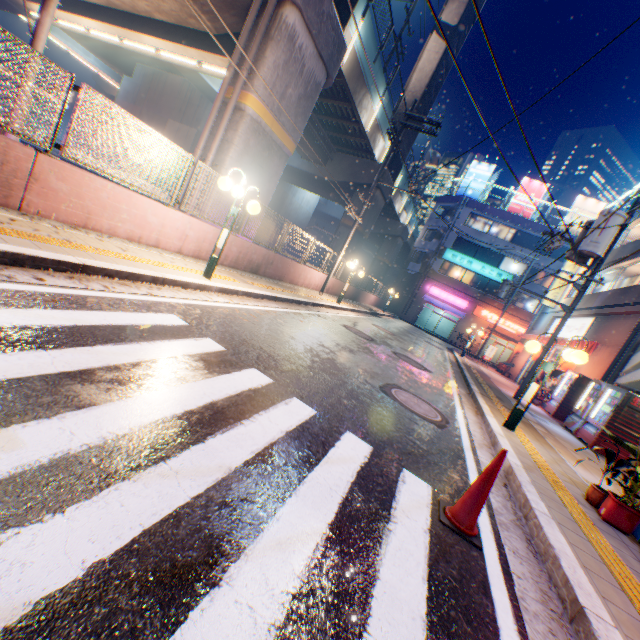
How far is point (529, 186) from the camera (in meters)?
36.53

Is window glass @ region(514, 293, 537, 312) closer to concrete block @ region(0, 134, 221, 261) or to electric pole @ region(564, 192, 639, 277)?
concrete block @ region(0, 134, 221, 261)

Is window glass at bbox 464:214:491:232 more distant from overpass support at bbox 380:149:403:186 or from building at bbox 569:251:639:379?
building at bbox 569:251:639:379

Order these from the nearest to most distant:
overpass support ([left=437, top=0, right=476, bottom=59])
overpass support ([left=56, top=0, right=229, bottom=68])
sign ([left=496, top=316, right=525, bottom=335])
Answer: overpass support ([left=56, top=0, right=229, bottom=68]) → overpass support ([left=437, top=0, right=476, bottom=59]) → sign ([left=496, top=316, right=525, bottom=335])

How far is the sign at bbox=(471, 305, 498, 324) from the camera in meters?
36.1

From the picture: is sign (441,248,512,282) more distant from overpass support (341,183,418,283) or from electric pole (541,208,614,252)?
electric pole (541,208,614,252)

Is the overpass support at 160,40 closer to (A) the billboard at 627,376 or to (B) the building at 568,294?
(B) the building at 568,294

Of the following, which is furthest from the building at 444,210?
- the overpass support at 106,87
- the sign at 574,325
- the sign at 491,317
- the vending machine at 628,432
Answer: the overpass support at 106,87
